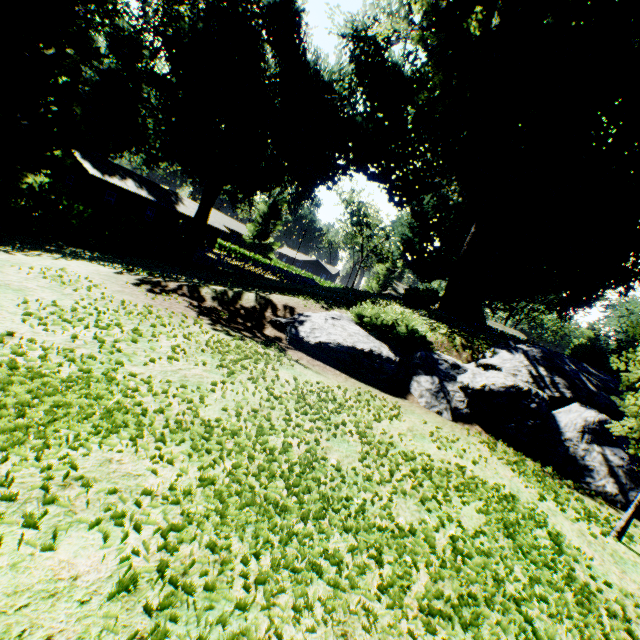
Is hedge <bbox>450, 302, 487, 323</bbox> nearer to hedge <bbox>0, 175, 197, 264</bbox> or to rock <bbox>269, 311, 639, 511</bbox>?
rock <bbox>269, 311, 639, 511</bbox>

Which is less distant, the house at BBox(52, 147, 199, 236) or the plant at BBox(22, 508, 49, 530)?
the plant at BBox(22, 508, 49, 530)

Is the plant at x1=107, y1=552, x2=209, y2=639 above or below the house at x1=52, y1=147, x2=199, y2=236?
below

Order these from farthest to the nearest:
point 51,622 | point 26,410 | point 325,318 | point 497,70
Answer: point 497,70 → point 325,318 → point 26,410 → point 51,622

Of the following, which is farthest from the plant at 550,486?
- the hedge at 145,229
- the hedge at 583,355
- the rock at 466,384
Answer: the hedge at 583,355

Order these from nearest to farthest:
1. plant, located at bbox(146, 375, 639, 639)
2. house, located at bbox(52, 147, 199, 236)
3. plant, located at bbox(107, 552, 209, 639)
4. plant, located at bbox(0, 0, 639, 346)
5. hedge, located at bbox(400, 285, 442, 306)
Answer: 1. plant, located at bbox(107, 552, 209, 639)
2. plant, located at bbox(146, 375, 639, 639)
3. plant, located at bbox(0, 0, 639, 346)
4. hedge, located at bbox(400, 285, 442, 306)
5. house, located at bbox(52, 147, 199, 236)

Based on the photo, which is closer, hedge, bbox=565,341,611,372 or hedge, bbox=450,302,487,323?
hedge, bbox=565,341,611,372

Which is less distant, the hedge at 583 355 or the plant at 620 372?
the plant at 620 372
